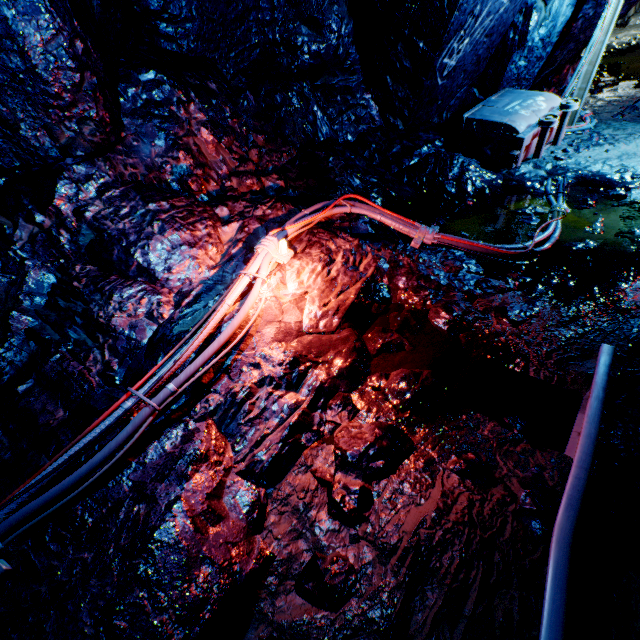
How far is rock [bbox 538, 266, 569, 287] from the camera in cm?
315

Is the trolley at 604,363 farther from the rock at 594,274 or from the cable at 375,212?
the cable at 375,212

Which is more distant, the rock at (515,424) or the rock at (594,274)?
the rock at (594,274)

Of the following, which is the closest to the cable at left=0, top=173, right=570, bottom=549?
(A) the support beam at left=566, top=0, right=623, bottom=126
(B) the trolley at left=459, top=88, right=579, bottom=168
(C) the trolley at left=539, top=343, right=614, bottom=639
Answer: (B) the trolley at left=459, top=88, right=579, bottom=168

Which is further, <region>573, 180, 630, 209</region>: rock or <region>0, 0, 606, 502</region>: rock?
<region>573, 180, 630, 209</region>: rock

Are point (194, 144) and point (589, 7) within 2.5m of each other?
no

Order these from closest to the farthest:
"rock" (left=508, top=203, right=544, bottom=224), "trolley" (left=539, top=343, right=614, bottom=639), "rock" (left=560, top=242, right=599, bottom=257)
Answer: "trolley" (left=539, top=343, right=614, bottom=639)
"rock" (left=560, top=242, right=599, bottom=257)
"rock" (left=508, top=203, right=544, bottom=224)
